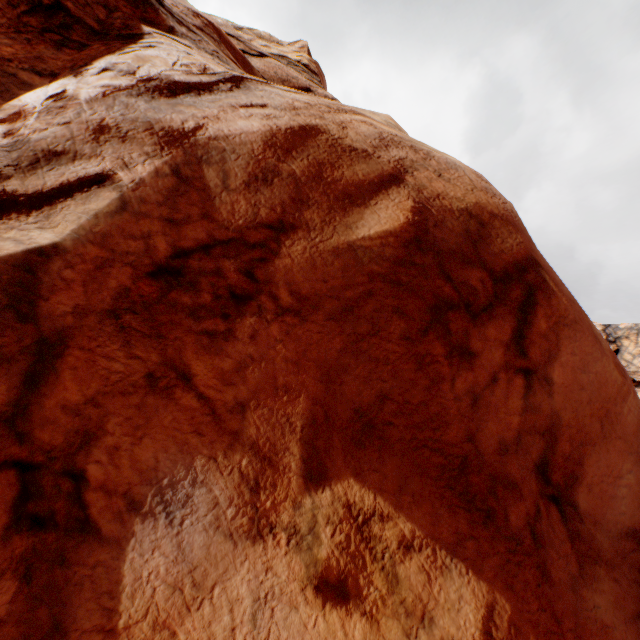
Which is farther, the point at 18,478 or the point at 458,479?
the point at 458,479
